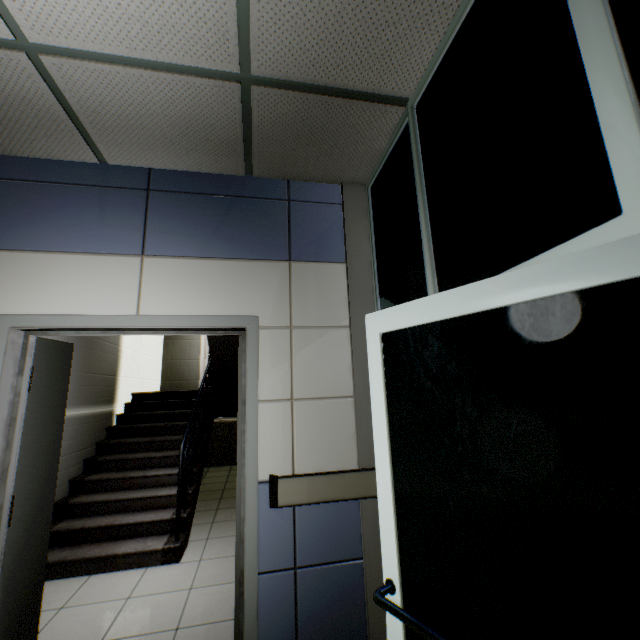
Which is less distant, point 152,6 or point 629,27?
point 629,27

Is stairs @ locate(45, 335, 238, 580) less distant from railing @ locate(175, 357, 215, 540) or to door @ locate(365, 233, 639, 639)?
railing @ locate(175, 357, 215, 540)

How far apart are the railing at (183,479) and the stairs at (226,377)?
0.0 meters

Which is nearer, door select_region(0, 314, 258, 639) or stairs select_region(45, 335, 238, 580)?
door select_region(0, 314, 258, 639)

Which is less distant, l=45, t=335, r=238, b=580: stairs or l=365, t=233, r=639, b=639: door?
l=365, t=233, r=639, b=639: door

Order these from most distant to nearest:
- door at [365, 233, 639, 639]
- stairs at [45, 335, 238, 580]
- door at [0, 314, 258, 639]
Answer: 1. stairs at [45, 335, 238, 580]
2. door at [0, 314, 258, 639]
3. door at [365, 233, 639, 639]

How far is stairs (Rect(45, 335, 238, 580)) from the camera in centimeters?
320cm

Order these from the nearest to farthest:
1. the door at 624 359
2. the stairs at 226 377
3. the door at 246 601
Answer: the door at 624 359 → the door at 246 601 → the stairs at 226 377
